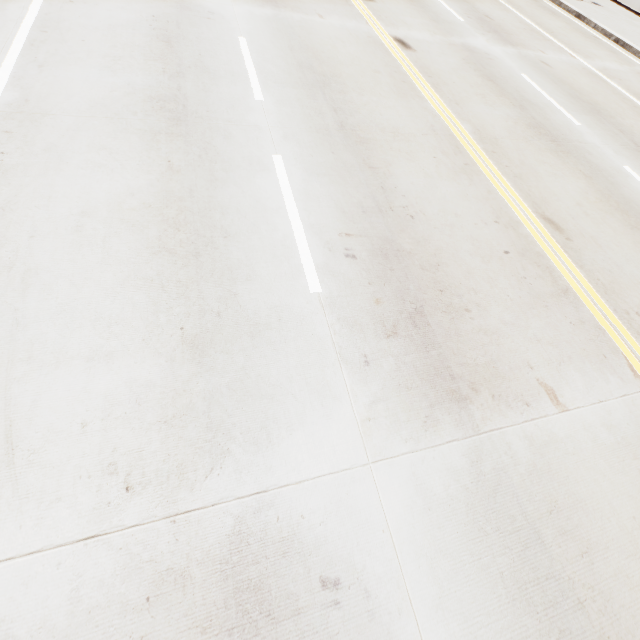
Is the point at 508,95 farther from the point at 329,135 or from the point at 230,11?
the point at 230,11
